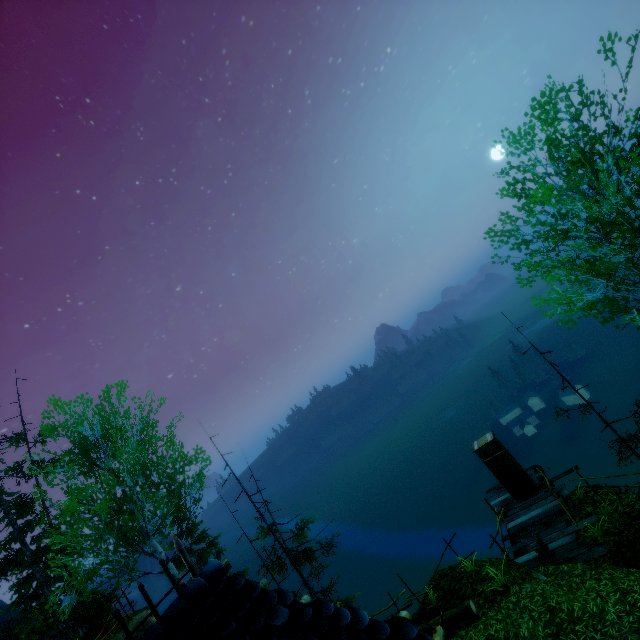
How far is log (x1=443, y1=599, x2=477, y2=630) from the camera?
9.9m

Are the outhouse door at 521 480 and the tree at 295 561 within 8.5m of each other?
no

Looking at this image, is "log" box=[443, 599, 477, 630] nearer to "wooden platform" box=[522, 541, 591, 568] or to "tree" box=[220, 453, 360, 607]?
"wooden platform" box=[522, 541, 591, 568]

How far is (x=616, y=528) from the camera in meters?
10.4

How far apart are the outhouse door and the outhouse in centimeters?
2cm

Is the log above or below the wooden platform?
above

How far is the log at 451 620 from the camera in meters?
9.9

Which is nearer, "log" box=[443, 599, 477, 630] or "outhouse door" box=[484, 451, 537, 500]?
"log" box=[443, 599, 477, 630]
